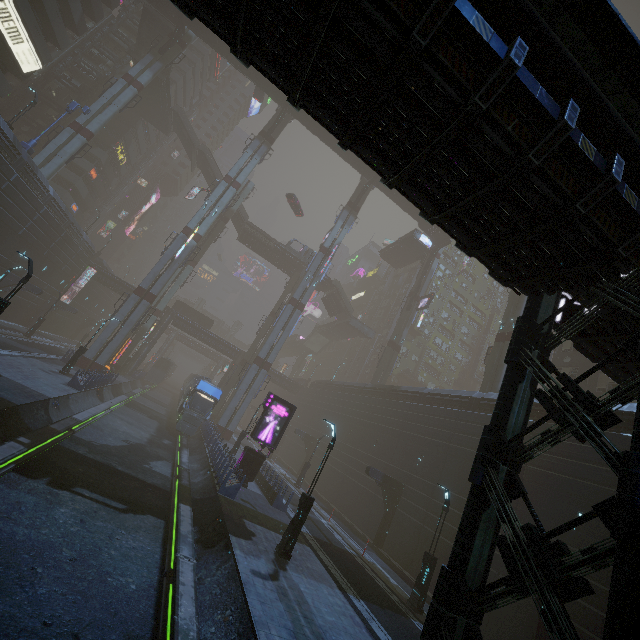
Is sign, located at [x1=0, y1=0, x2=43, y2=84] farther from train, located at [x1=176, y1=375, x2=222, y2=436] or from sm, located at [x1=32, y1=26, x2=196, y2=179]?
train, located at [x1=176, y1=375, x2=222, y2=436]

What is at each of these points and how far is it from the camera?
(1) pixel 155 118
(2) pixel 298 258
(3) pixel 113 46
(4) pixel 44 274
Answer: (1) bridge, 54.4m
(2) bridge, 56.4m
(3) building, 50.7m
(4) building, 39.1m

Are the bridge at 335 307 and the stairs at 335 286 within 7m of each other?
yes

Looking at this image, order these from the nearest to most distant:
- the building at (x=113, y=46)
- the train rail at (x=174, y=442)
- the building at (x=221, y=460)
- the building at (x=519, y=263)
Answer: the building at (x=519, y=263)
the train rail at (x=174, y=442)
the building at (x=221, y=460)
the building at (x=113, y=46)

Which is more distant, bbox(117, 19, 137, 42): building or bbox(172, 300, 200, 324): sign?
bbox(172, 300, 200, 324): sign

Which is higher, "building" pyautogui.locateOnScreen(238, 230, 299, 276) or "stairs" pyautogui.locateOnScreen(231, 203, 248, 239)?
"stairs" pyautogui.locateOnScreen(231, 203, 248, 239)

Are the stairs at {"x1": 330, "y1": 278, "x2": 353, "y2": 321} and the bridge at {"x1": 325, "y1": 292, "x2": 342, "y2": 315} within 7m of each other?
yes

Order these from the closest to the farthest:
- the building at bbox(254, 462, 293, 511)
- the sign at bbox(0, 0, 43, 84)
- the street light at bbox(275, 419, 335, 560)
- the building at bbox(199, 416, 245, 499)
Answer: the street light at bbox(275, 419, 335, 560) < the building at bbox(199, 416, 245, 499) < the building at bbox(254, 462, 293, 511) < the sign at bbox(0, 0, 43, 84)
